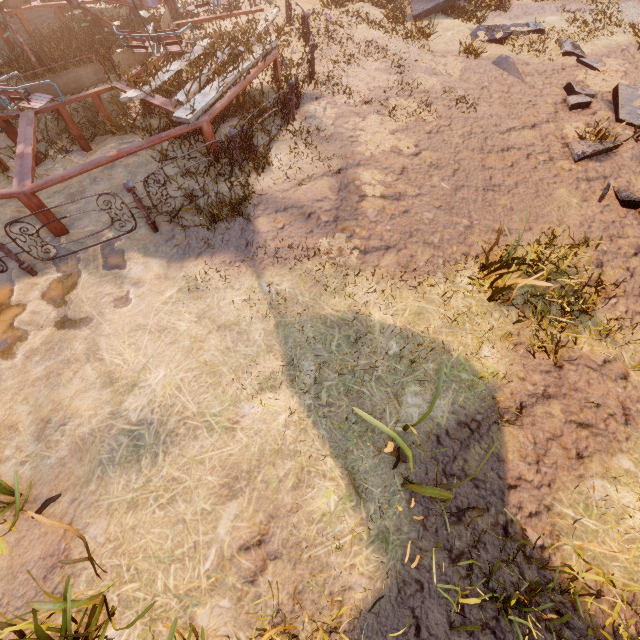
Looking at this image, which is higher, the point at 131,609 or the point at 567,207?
the point at 131,609

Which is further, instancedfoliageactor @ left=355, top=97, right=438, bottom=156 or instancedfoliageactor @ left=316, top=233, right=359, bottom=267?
instancedfoliageactor @ left=355, top=97, right=438, bottom=156

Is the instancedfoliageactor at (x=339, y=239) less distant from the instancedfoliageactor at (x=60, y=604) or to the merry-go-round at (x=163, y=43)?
the merry-go-round at (x=163, y=43)

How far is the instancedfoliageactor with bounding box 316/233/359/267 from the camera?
5.0m

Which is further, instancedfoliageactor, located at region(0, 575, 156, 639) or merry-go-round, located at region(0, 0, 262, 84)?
merry-go-round, located at region(0, 0, 262, 84)

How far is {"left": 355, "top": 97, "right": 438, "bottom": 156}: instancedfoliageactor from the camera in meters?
6.4 m

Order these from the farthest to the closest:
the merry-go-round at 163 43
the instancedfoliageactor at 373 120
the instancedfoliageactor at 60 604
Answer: the instancedfoliageactor at 373 120 → the merry-go-round at 163 43 → the instancedfoliageactor at 60 604

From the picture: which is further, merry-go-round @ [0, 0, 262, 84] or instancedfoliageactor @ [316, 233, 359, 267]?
merry-go-round @ [0, 0, 262, 84]
